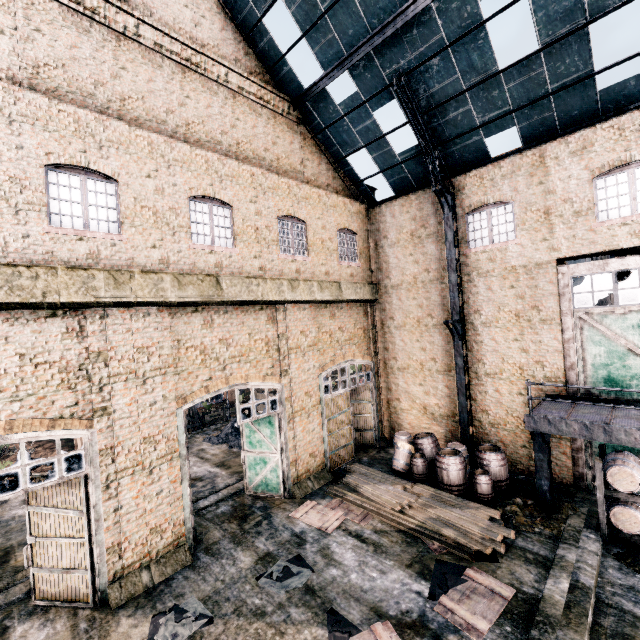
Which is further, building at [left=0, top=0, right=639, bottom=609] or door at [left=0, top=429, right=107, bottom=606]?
building at [left=0, top=0, right=639, bottom=609]

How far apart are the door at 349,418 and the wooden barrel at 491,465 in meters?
5.6

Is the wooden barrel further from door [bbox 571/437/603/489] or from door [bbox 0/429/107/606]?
door [bbox 0/429/107/606]

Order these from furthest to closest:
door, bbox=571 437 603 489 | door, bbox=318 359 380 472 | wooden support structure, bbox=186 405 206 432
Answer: wooden support structure, bbox=186 405 206 432, door, bbox=318 359 380 472, door, bbox=571 437 603 489

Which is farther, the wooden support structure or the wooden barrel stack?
the wooden support structure

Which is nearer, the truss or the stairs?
the stairs

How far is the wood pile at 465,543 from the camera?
9.53m

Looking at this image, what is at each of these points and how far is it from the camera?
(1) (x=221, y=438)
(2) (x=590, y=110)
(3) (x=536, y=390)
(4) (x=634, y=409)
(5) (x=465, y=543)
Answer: (1) coal pile, 21.9m
(2) building, 11.4m
(3) building, 13.1m
(4) stairs, 10.5m
(5) wood pile, 9.5m
